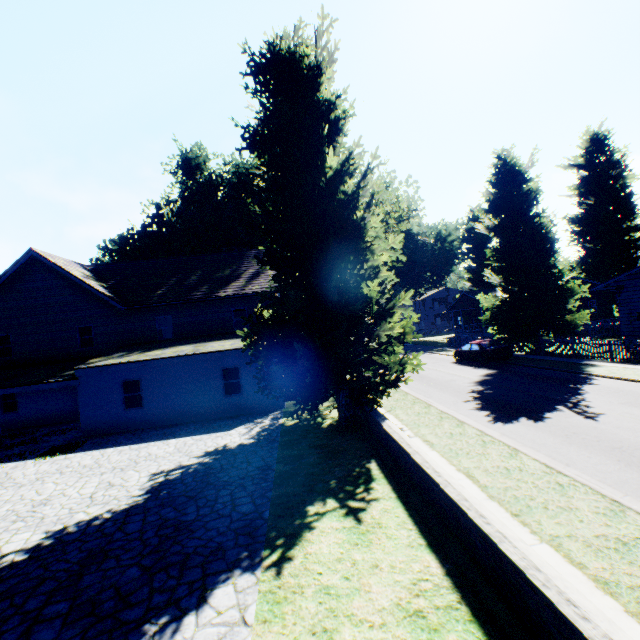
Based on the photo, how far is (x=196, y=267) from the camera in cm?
2500

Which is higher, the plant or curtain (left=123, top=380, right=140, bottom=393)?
the plant

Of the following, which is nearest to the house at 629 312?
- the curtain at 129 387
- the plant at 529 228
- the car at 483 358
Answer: the plant at 529 228

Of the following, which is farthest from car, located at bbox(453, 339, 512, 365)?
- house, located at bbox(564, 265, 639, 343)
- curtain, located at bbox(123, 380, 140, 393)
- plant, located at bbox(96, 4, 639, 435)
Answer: curtain, located at bbox(123, 380, 140, 393)

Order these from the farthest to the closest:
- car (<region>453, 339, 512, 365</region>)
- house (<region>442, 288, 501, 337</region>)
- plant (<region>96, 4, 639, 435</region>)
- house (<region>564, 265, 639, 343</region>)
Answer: house (<region>442, 288, 501, 337</region>), car (<region>453, 339, 512, 365</region>), house (<region>564, 265, 639, 343</region>), plant (<region>96, 4, 639, 435</region>)

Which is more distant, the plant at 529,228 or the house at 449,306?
the house at 449,306

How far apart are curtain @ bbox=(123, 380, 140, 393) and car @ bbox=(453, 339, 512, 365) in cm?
2146
